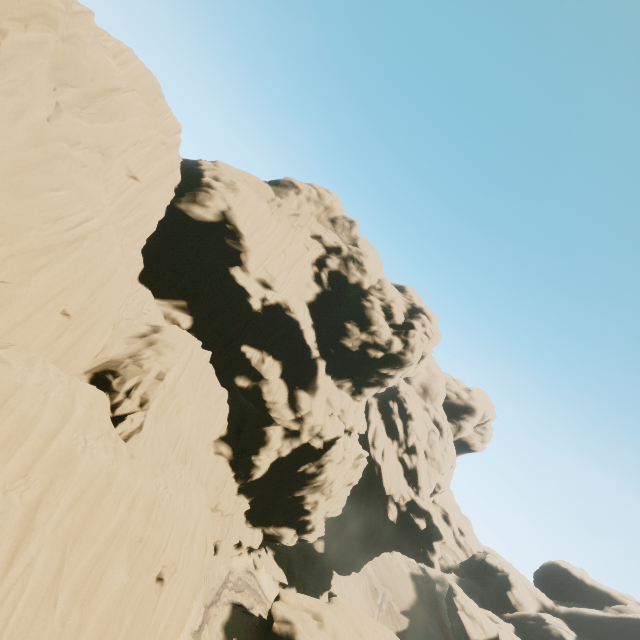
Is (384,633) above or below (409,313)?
below

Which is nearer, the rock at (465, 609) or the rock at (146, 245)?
the rock at (146, 245)

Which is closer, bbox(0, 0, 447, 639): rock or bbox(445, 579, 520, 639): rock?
bbox(0, 0, 447, 639): rock
